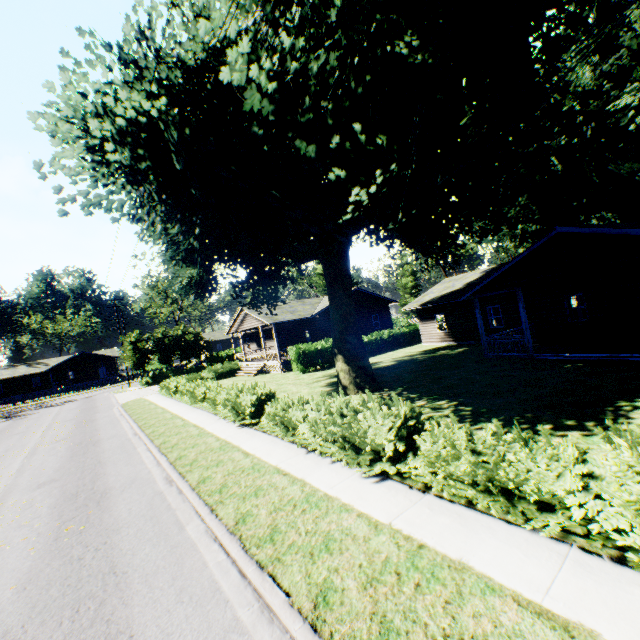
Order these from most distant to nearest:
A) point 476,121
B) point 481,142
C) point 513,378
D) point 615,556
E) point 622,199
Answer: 1. point 622,199
2. point 513,378
3. point 481,142
4. point 476,121
5. point 615,556

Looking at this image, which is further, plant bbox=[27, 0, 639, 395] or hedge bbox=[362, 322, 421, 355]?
hedge bbox=[362, 322, 421, 355]

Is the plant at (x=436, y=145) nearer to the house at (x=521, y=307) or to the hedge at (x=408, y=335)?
the hedge at (x=408, y=335)

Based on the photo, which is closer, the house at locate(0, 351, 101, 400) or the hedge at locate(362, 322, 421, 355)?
the hedge at locate(362, 322, 421, 355)

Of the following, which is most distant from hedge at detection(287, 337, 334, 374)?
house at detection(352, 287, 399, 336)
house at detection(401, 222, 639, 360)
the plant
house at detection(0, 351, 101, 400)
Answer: house at detection(0, 351, 101, 400)

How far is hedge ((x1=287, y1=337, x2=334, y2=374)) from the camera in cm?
2533

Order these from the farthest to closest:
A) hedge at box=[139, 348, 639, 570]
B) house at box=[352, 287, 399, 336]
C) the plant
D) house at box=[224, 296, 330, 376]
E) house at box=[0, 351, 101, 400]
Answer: house at box=[0, 351, 101, 400], house at box=[352, 287, 399, 336], house at box=[224, 296, 330, 376], the plant, hedge at box=[139, 348, 639, 570]

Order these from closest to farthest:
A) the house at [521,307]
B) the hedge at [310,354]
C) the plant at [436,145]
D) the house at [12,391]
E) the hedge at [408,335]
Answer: the plant at [436,145], the house at [521,307], the hedge at [310,354], the hedge at [408,335], the house at [12,391]
